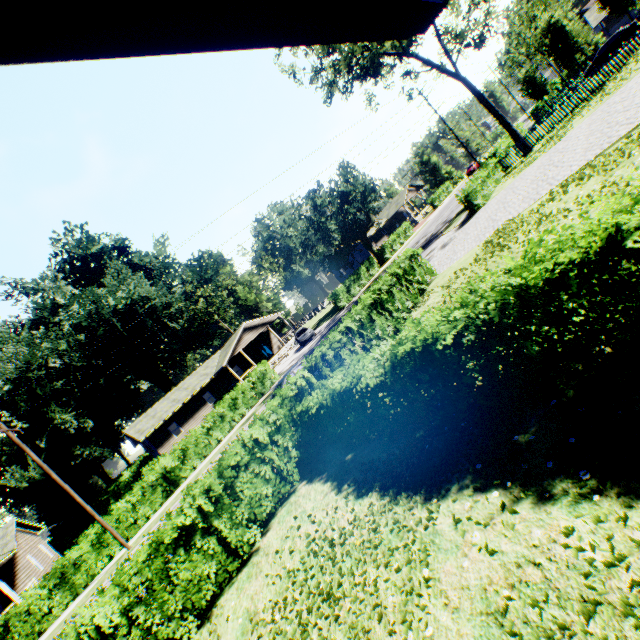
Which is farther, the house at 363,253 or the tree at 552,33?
the house at 363,253

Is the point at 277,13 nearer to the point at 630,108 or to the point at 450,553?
the point at 450,553

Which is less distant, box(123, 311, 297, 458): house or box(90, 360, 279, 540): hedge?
box(90, 360, 279, 540): hedge

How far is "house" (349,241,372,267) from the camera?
56.56m

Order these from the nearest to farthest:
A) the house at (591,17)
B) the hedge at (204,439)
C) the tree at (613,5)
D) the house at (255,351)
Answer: the hedge at (204,439)
the tree at (613,5)
the house at (255,351)
the house at (591,17)

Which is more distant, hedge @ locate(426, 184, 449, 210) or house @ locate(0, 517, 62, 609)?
hedge @ locate(426, 184, 449, 210)

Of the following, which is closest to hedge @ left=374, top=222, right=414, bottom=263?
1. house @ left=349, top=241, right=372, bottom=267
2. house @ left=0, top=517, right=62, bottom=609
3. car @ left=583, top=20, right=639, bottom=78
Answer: house @ left=349, top=241, right=372, bottom=267

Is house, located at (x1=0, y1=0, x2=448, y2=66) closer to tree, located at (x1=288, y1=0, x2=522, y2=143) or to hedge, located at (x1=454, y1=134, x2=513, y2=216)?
hedge, located at (x1=454, y1=134, x2=513, y2=216)
